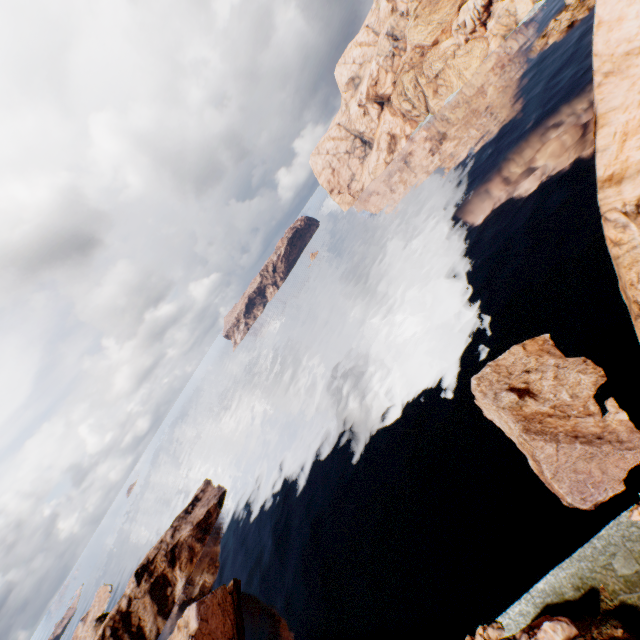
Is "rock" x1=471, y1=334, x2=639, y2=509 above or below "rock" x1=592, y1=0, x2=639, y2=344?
below

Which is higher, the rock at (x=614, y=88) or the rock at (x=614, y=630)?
the rock at (x=614, y=88)

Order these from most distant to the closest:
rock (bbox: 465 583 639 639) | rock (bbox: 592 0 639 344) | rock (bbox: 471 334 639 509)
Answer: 1. rock (bbox: 471 334 639 509)
2. rock (bbox: 592 0 639 344)
3. rock (bbox: 465 583 639 639)

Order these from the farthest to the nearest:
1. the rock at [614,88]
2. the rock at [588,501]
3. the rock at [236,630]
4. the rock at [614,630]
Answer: the rock at [236,630]
the rock at [588,501]
the rock at [614,88]
the rock at [614,630]

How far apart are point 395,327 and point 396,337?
2.52m

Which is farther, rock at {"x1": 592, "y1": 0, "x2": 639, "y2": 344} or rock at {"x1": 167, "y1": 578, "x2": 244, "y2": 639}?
rock at {"x1": 167, "y1": 578, "x2": 244, "y2": 639}
